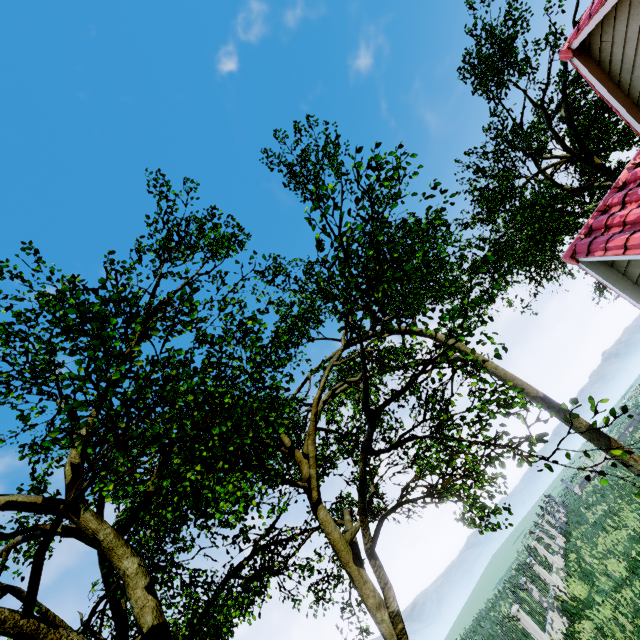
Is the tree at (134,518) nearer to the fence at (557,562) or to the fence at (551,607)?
the fence at (551,607)

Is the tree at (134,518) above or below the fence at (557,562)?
above

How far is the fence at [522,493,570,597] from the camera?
18.5 meters

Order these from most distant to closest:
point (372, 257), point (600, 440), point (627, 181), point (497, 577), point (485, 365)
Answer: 1. point (497, 577)
2. point (485, 365)
3. point (600, 440)
4. point (372, 257)
5. point (627, 181)

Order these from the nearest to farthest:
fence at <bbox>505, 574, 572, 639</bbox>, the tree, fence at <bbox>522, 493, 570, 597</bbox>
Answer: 1. the tree
2. fence at <bbox>505, 574, 572, 639</bbox>
3. fence at <bbox>522, 493, 570, 597</bbox>

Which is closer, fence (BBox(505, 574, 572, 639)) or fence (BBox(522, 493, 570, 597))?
fence (BBox(505, 574, 572, 639))

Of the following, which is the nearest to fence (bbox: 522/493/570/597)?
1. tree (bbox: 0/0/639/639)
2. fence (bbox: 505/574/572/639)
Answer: fence (bbox: 505/574/572/639)

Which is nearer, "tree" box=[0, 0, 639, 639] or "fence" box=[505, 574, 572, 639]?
"tree" box=[0, 0, 639, 639]
